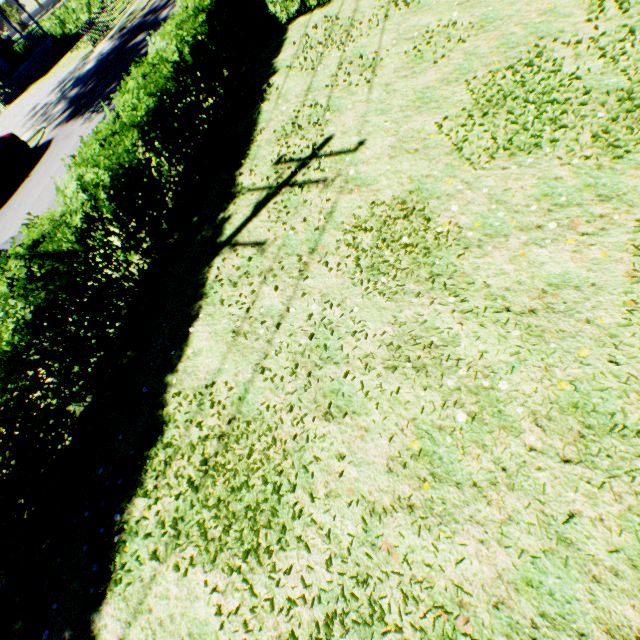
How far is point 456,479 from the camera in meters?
3.2 m

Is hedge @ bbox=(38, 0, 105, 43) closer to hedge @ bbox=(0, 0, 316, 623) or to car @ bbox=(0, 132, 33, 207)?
car @ bbox=(0, 132, 33, 207)

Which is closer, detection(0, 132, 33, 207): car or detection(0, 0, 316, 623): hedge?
detection(0, 0, 316, 623): hedge

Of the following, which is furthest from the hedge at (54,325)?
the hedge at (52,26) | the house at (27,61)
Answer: the hedge at (52,26)

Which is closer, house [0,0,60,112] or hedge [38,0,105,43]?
house [0,0,60,112]

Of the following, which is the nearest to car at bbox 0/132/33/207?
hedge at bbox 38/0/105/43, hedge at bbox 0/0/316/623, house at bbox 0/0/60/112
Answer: hedge at bbox 0/0/316/623
